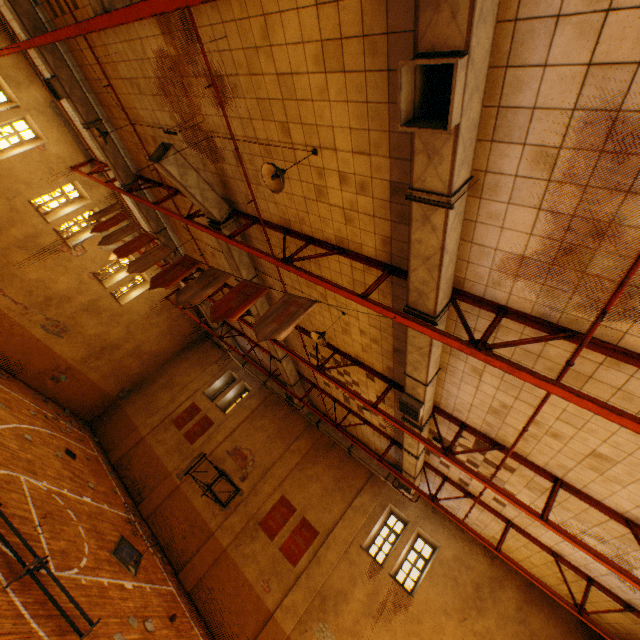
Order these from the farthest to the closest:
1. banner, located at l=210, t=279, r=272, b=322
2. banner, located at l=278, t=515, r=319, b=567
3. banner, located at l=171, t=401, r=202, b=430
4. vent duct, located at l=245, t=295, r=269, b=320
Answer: banner, located at l=171, t=401, r=202, b=430 → banner, located at l=278, t=515, r=319, b=567 → vent duct, located at l=245, t=295, r=269, b=320 → banner, located at l=210, t=279, r=272, b=322

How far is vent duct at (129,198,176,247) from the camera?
12.28m

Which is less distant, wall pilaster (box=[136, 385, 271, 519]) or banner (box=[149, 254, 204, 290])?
banner (box=[149, 254, 204, 290])

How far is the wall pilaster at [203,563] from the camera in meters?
13.4

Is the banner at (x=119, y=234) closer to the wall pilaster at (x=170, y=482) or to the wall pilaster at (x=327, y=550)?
the wall pilaster at (x=170, y=482)

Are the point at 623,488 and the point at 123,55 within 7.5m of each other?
no

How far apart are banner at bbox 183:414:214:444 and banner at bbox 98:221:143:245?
12.12m

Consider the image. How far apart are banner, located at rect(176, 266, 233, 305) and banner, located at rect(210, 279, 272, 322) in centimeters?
32cm
